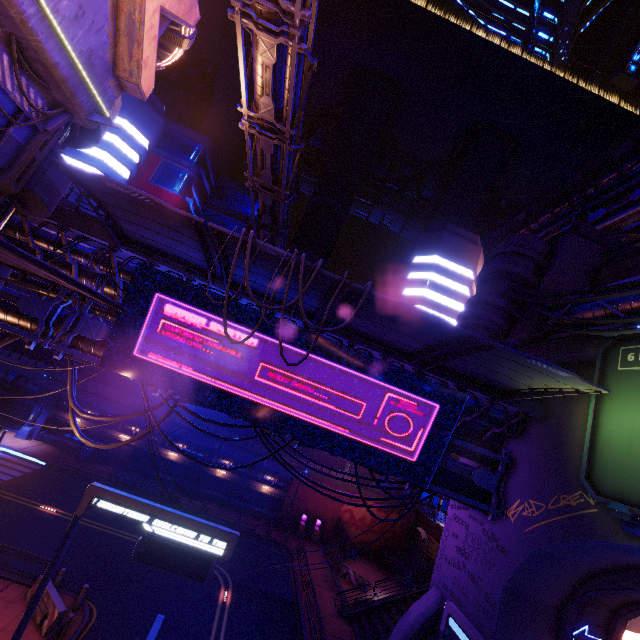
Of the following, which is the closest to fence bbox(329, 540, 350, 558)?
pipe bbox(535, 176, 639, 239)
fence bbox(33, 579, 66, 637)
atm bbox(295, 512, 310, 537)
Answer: atm bbox(295, 512, 310, 537)

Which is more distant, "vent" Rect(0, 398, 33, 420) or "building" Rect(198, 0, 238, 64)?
"building" Rect(198, 0, 238, 64)

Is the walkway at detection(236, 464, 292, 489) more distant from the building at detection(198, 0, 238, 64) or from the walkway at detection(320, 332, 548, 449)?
the walkway at detection(320, 332, 548, 449)

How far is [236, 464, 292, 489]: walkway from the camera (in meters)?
33.34

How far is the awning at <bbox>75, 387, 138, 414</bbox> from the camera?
28.2 meters

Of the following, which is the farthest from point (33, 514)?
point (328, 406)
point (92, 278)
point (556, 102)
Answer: point (556, 102)

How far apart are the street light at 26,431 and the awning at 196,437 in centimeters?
1314cm

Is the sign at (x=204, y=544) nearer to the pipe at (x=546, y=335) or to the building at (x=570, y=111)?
the pipe at (x=546, y=335)
